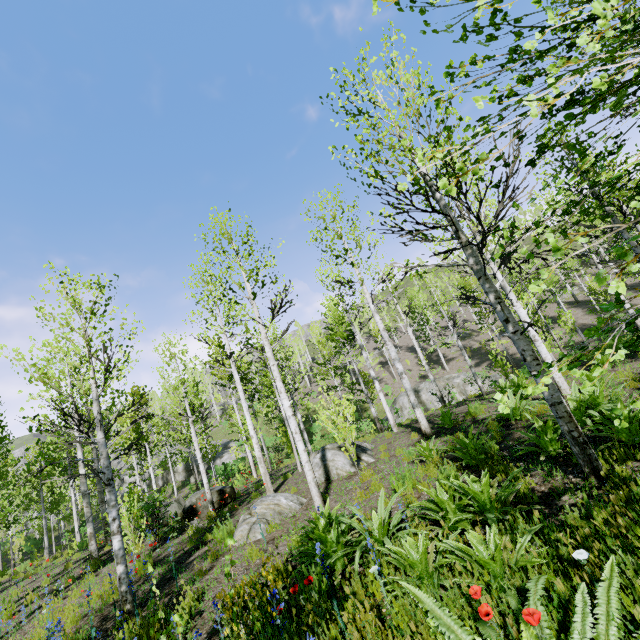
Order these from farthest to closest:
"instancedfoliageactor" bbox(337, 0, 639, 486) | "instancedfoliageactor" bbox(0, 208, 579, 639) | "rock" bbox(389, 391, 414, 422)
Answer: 1. "rock" bbox(389, 391, 414, 422)
2. "instancedfoliageactor" bbox(0, 208, 579, 639)
3. "instancedfoliageactor" bbox(337, 0, 639, 486)

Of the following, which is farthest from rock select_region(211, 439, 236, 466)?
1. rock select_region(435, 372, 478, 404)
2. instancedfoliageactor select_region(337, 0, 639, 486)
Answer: rock select_region(435, 372, 478, 404)

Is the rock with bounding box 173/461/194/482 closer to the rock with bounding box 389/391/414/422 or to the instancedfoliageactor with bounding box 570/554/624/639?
the instancedfoliageactor with bounding box 570/554/624/639

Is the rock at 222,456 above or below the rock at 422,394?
above

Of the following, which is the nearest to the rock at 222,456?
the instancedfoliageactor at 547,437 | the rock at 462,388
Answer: the instancedfoliageactor at 547,437

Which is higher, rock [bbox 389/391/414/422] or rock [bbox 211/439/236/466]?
rock [bbox 211/439/236/466]

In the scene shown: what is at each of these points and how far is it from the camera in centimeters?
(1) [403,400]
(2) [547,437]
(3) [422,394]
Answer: (1) rock, 2550cm
(2) instancedfoliageactor, 502cm
(3) rock, 2459cm
